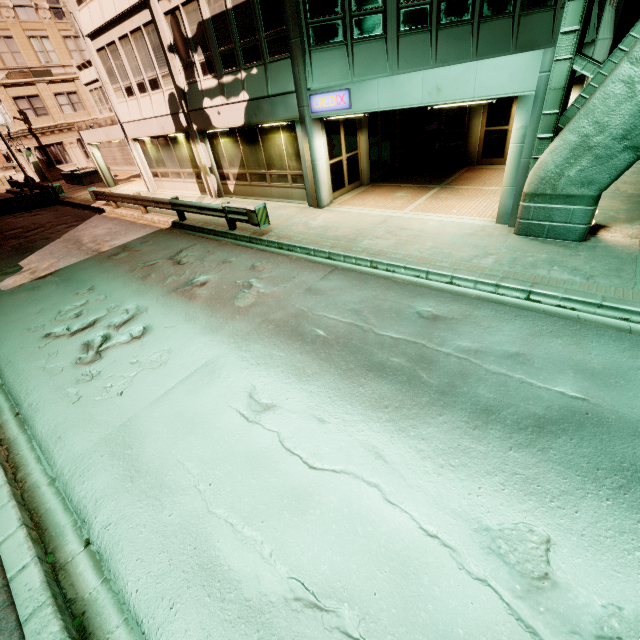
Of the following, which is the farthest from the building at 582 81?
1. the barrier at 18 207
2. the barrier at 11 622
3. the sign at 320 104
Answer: the barrier at 11 622

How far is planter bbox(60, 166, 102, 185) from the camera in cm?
2696

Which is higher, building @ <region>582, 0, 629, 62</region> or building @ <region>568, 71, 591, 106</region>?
building @ <region>582, 0, 629, 62</region>

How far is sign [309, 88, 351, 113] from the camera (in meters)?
9.58

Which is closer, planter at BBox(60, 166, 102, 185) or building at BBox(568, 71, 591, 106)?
building at BBox(568, 71, 591, 106)

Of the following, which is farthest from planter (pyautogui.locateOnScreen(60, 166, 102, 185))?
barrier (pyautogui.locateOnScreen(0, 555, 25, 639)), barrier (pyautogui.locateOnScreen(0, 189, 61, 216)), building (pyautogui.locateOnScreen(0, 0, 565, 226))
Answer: barrier (pyautogui.locateOnScreen(0, 555, 25, 639))

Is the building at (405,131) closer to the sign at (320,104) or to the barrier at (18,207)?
the sign at (320,104)

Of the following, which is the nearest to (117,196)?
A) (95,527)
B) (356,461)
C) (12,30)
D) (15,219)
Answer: (15,219)
